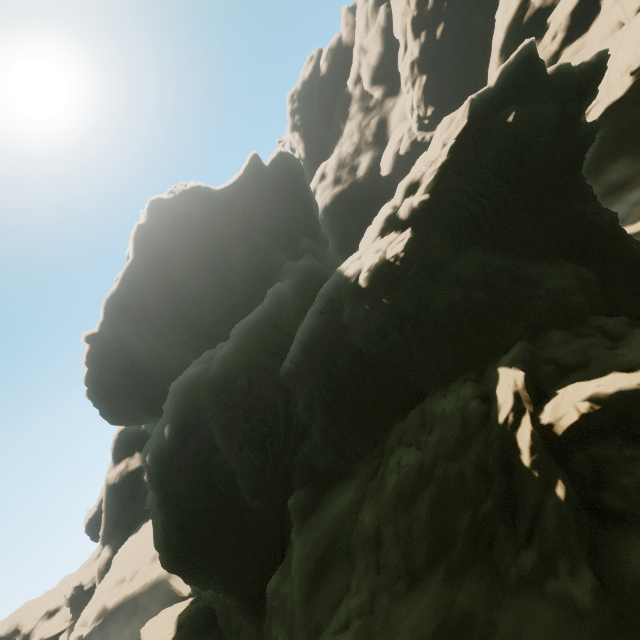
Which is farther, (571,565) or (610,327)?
(610,327)
